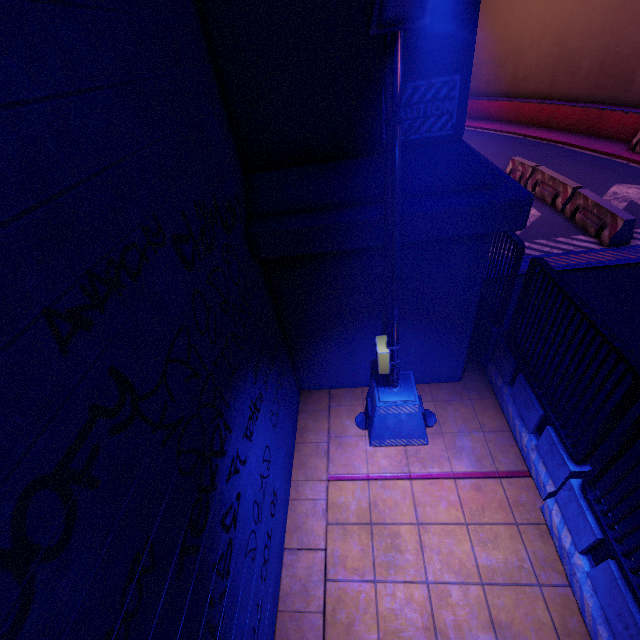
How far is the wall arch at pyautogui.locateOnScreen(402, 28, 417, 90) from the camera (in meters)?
3.51

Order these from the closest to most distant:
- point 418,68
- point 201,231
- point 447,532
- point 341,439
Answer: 1. point 201,231
2. point 418,68
3. point 447,532
4. point 341,439

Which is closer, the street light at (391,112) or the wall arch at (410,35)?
the street light at (391,112)

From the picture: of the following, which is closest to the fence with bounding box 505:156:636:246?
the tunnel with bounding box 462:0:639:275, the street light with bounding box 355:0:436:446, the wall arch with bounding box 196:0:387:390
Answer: the tunnel with bounding box 462:0:639:275

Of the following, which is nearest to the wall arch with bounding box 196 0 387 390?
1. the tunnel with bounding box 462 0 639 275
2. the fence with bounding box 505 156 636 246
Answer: the tunnel with bounding box 462 0 639 275

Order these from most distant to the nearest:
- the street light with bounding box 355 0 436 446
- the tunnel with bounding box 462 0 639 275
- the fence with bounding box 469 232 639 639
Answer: the tunnel with bounding box 462 0 639 275 → the fence with bounding box 469 232 639 639 → the street light with bounding box 355 0 436 446

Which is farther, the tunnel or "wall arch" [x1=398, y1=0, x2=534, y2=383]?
the tunnel

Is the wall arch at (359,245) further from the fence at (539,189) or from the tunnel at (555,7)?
the fence at (539,189)
